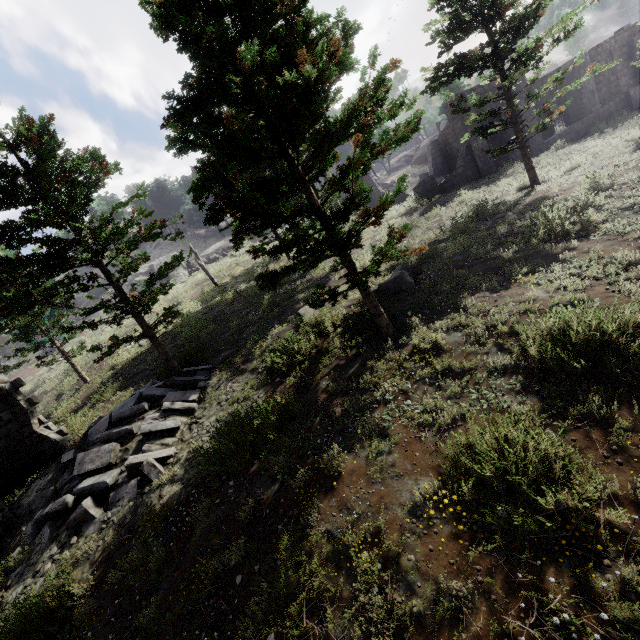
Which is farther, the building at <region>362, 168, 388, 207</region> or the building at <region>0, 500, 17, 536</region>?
the building at <region>362, 168, 388, 207</region>

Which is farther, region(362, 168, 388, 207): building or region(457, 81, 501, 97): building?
region(362, 168, 388, 207): building

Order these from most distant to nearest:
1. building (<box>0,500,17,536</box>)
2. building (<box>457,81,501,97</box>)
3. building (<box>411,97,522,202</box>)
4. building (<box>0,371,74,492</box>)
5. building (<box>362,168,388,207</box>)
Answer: building (<box>362,168,388,207</box>)
building (<box>411,97,522,202</box>)
building (<box>457,81,501,97</box>)
building (<box>0,371,74,492</box>)
building (<box>0,500,17,536</box>)

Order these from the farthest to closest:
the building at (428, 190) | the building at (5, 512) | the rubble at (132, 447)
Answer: the building at (428, 190)
the building at (5, 512)
the rubble at (132, 447)

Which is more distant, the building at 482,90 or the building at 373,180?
the building at 373,180

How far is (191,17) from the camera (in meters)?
6.32

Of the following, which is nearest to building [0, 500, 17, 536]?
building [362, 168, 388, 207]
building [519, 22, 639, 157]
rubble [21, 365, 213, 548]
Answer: rubble [21, 365, 213, 548]

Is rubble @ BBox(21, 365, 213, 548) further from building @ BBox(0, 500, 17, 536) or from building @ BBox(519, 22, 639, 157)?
building @ BBox(519, 22, 639, 157)
